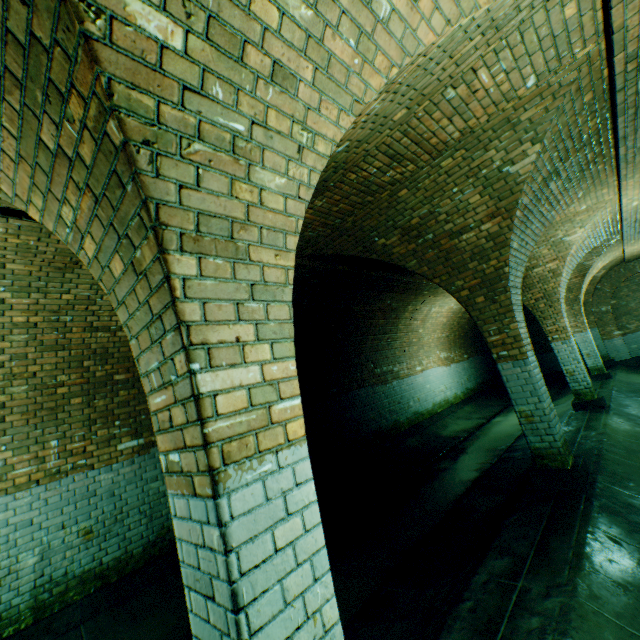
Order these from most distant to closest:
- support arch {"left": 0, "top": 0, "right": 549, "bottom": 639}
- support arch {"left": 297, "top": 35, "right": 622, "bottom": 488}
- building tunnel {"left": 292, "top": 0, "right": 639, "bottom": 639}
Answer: support arch {"left": 297, "top": 35, "right": 622, "bottom": 488} → building tunnel {"left": 292, "top": 0, "right": 639, "bottom": 639} → support arch {"left": 0, "top": 0, "right": 549, "bottom": 639}

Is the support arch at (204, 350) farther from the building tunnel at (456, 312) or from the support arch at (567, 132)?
the support arch at (567, 132)

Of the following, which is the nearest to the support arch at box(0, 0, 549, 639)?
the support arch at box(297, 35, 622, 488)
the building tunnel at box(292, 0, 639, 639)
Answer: the building tunnel at box(292, 0, 639, 639)

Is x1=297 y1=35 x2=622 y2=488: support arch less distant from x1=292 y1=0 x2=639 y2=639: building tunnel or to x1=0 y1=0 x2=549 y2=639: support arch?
x1=292 y1=0 x2=639 y2=639: building tunnel

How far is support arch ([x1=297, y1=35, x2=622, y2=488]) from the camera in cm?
354

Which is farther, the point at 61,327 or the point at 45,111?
the point at 61,327

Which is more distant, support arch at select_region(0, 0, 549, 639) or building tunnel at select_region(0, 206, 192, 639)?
building tunnel at select_region(0, 206, 192, 639)
